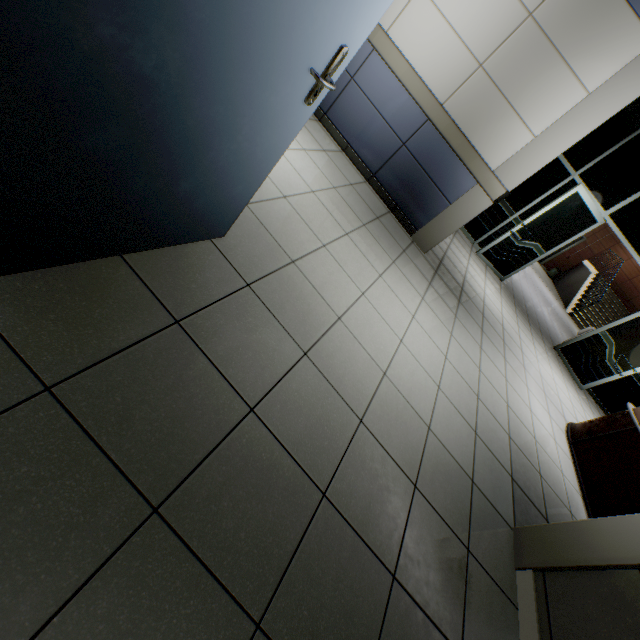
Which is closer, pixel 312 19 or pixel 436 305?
pixel 312 19

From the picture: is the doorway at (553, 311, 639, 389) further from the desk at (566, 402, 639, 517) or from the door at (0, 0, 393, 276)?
the door at (0, 0, 393, 276)

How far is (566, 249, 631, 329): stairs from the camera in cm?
1380

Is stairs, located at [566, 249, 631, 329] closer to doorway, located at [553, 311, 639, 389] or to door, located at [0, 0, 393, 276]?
doorway, located at [553, 311, 639, 389]

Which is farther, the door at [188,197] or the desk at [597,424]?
the desk at [597,424]

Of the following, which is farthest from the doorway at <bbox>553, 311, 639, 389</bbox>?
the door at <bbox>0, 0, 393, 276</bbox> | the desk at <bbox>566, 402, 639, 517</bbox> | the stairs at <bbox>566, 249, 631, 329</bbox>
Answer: the stairs at <bbox>566, 249, 631, 329</bbox>

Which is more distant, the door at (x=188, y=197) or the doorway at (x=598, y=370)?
the doorway at (x=598, y=370)
